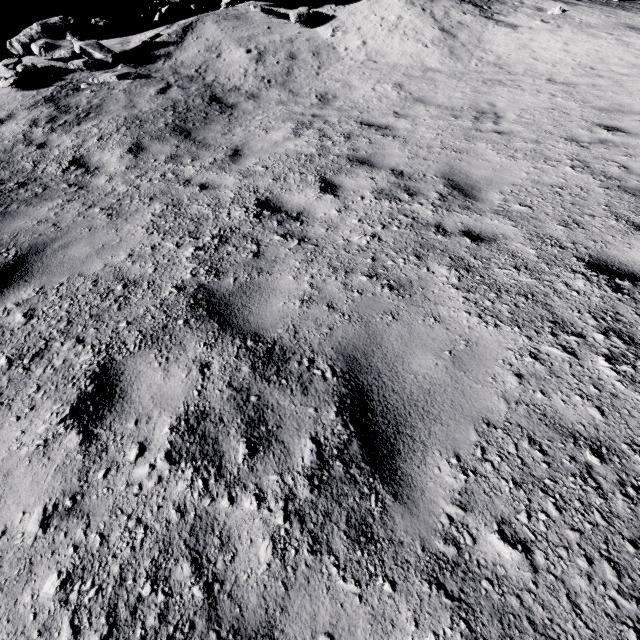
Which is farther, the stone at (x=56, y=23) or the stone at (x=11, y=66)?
the stone at (x=56, y=23)

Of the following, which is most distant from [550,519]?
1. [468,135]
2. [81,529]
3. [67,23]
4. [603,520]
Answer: [67,23]

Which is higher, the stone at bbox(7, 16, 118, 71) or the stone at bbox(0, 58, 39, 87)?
the stone at bbox(7, 16, 118, 71)

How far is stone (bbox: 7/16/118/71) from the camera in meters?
9.4 m

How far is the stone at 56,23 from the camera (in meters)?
9.37

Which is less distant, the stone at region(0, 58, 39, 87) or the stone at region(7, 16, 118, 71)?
the stone at region(0, 58, 39, 87)
